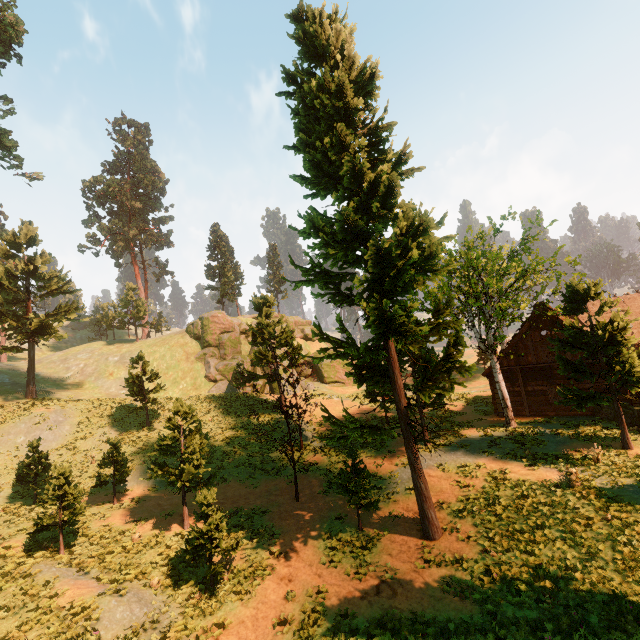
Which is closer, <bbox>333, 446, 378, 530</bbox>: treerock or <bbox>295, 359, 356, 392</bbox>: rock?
<bbox>333, 446, 378, 530</bbox>: treerock

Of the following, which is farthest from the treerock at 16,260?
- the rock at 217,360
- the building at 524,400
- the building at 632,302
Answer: the rock at 217,360

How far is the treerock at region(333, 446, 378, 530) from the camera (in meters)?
14.40

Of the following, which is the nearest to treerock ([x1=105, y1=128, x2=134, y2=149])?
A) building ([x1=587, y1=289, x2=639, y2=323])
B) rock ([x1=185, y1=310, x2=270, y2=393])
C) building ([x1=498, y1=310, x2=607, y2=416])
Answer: building ([x1=587, y1=289, x2=639, y2=323])

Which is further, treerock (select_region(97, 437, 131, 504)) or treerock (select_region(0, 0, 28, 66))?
treerock (select_region(0, 0, 28, 66))

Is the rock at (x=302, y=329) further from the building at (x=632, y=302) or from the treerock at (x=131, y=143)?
the building at (x=632, y=302)

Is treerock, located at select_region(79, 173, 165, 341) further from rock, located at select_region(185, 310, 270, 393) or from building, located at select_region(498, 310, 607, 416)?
rock, located at select_region(185, 310, 270, 393)

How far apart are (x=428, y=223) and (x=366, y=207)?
2.59m
